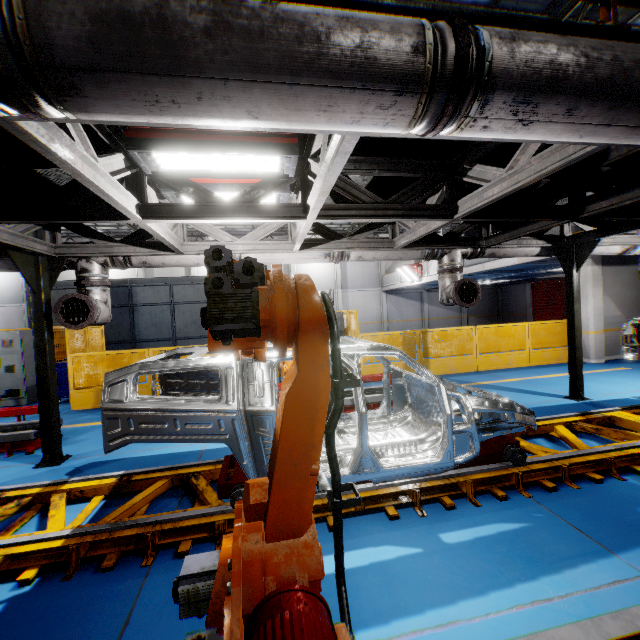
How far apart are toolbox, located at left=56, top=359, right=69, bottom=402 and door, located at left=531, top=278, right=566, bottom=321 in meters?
28.9 m

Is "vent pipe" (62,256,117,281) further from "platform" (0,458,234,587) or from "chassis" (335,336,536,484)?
"platform" (0,458,234,587)

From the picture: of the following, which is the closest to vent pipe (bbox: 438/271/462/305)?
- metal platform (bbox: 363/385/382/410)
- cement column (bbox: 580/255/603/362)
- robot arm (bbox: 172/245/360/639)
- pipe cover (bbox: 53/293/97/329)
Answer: pipe cover (bbox: 53/293/97/329)

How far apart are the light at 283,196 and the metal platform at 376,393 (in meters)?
3.82

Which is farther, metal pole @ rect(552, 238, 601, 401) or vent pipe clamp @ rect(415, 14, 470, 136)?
metal pole @ rect(552, 238, 601, 401)

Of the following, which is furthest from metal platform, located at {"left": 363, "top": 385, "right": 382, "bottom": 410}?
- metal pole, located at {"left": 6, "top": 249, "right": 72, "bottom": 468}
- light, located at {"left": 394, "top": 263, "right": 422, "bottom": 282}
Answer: light, located at {"left": 394, "top": 263, "right": 422, "bottom": 282}

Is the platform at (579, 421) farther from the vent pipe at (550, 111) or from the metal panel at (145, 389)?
the metal panel at (145, 389)

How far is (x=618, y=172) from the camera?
4.1 meters
